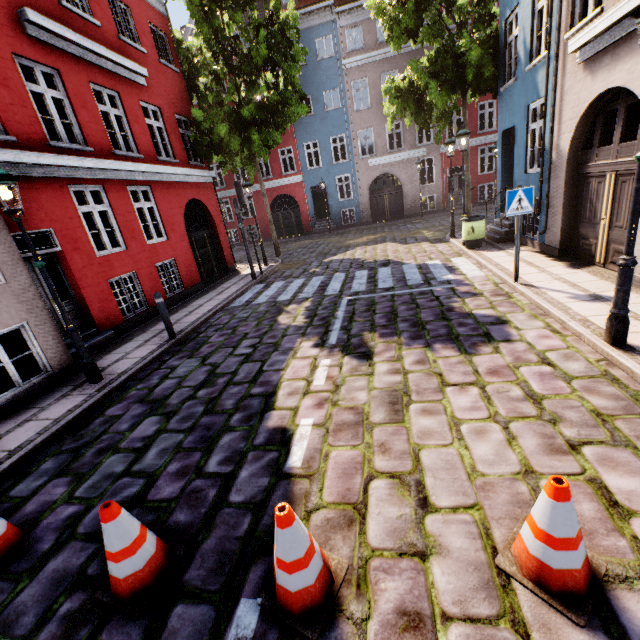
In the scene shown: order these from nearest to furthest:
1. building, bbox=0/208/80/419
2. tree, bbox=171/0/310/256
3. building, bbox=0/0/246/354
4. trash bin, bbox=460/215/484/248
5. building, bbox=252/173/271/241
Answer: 1. building, bbox=0/208/80/419
2. building, bbox=0/0/246/354
3. trash bin, bbox=460/215/484/248
4. tree, bbox=171/0/310/256
5. building, bbox=252/173/271/241

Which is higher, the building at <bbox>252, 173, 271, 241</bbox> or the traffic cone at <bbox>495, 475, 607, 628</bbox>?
the building at <bbox>252, 173, 271, 241</bbox>

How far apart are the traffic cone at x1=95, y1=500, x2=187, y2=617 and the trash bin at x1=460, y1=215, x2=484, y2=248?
11.0m

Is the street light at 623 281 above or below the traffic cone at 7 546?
above

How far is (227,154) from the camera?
15.45m

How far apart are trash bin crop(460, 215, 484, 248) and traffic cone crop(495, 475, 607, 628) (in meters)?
9.81

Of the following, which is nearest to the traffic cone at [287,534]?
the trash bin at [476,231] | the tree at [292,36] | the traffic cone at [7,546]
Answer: the traffic cone at [7,546]

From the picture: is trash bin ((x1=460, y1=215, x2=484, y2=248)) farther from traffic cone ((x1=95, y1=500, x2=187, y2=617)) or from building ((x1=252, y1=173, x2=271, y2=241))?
traffic cone ((x1=95, y1=500, x2=187, y2=617))
